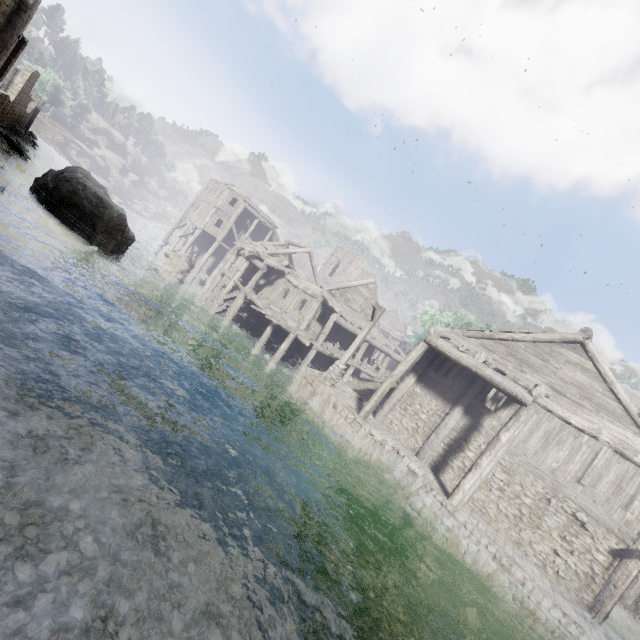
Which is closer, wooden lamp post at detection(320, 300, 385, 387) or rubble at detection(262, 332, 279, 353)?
wooden lamp post at detection(320, 300, 385, 387)

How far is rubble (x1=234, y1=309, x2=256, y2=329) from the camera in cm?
2473

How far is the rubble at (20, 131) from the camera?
36.75m

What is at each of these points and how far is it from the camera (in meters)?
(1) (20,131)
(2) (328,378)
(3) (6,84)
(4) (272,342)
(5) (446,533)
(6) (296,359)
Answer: (1) rubble, 37.44
(2) wooden lamp post, 16.20
(3) building, 39.56
(4) rubble, 22.61
(5) building base, 11.13
(6) rubble, 22.16

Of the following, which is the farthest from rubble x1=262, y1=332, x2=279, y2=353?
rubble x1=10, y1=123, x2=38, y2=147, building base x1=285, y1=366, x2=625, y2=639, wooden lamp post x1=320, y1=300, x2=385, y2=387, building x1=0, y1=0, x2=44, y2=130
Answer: rubble x1=10, y1=123, x2=38, y2=147

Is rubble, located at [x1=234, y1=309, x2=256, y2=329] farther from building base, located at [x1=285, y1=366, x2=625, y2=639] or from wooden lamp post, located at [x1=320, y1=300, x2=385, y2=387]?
wooden lamp post, located at [x1=320, y1=300, x2=385, y2=387]

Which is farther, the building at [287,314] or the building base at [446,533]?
the building at [287,314]

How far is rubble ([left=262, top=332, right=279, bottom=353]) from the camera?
21.72m
